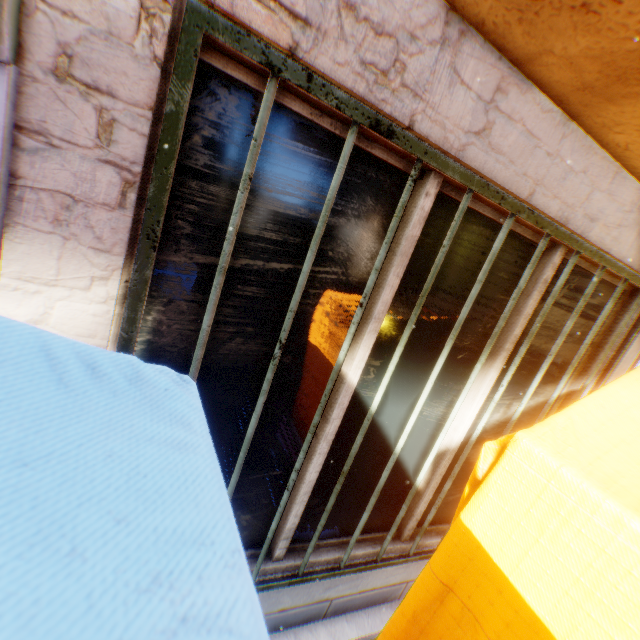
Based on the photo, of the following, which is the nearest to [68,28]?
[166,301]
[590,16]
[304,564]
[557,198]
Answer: [166,301]

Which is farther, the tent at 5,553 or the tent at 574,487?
the tent at 574,487

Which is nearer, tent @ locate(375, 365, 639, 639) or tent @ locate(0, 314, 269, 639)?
tent @ locate(0, 314, 269, 639)

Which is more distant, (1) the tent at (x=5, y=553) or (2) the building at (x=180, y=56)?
(2) the building at (x=180, y=56)

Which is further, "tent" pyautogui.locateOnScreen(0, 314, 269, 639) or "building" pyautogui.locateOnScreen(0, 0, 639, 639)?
"building" pyautogui.locateOnScreen(0, 0, 639, 639)
